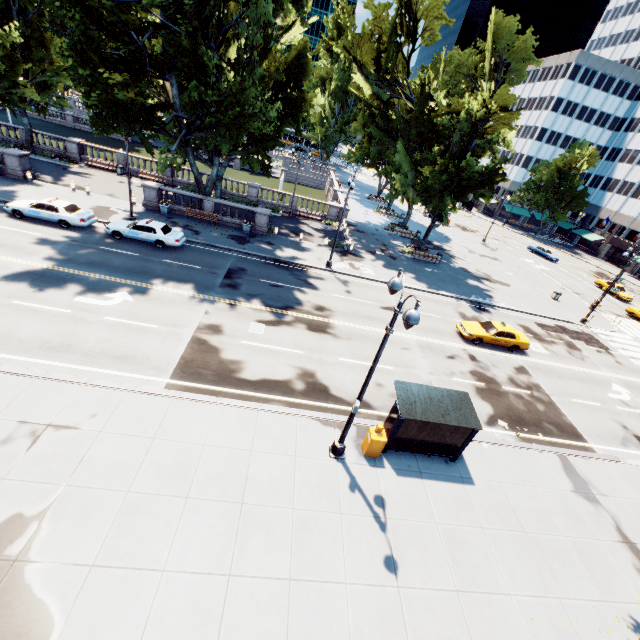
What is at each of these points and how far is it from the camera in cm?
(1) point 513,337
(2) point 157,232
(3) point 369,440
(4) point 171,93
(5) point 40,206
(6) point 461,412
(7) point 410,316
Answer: (1) vehicle, 2289
(2) vehicle, 2322
(3) box, 1237
(4) tree, 2547
(5) vehicle, 2209
(6) bus stop, 1270
(7) light, 795

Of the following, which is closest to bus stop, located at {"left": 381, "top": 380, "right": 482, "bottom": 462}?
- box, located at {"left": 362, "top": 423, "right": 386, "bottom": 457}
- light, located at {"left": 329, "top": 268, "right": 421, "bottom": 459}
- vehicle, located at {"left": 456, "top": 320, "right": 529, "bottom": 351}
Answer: box, located at {"left": 362, "top": 423, "right": 386, "bottom": 457}

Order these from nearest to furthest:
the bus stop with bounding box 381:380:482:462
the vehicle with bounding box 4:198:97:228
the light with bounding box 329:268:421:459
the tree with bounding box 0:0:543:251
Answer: the light with bounding box 329:268:421:459 < the bus stop with bounding box 381:380:482:462 < the tree with bounding box 0:0:543:251 < the vehicle with bounding box 4:198:97:228

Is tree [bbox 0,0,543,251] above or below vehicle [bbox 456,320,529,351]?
above

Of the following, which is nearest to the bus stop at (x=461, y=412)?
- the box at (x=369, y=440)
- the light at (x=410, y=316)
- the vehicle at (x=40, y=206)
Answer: the box at (x=369, y=440)

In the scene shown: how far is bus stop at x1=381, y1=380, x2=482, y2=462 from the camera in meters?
12.2

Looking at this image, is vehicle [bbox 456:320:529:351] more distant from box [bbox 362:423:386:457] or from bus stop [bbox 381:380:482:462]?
box [bbox 362:423:386:457]

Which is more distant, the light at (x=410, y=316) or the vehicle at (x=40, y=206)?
the vehicle at (x=40, y=206)
